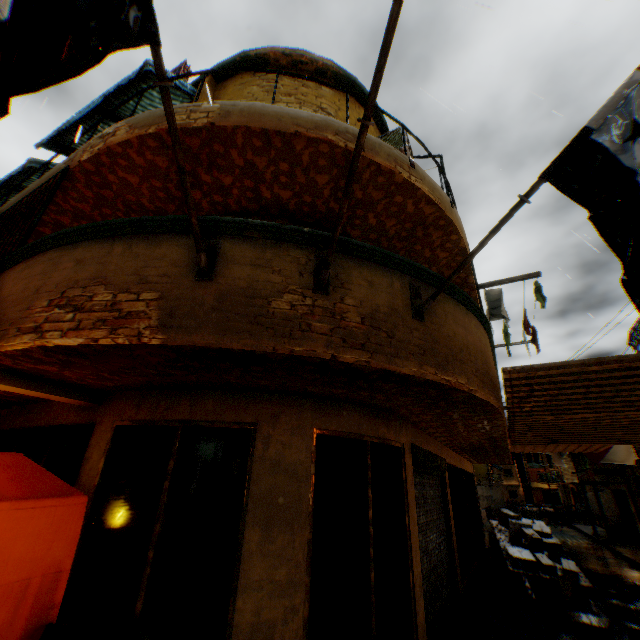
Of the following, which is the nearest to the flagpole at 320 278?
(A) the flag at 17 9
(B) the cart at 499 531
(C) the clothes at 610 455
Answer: (A) the flag at 17 9

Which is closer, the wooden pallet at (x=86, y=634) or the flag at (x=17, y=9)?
the flag at (x=17, y=9)

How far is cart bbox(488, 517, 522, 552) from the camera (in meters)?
10.85

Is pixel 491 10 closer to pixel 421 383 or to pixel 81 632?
pixel 421 383

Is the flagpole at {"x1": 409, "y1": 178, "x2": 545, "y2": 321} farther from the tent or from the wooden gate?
the wooden gate

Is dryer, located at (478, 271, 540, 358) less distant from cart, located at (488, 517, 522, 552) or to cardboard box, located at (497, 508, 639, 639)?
cardboard box, located at (497, 508, 639, 639)

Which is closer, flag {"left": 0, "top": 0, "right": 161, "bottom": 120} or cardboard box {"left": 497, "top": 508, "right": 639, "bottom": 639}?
flag {"left": 0, "top": 0, "right": 161, "bottom": 120}

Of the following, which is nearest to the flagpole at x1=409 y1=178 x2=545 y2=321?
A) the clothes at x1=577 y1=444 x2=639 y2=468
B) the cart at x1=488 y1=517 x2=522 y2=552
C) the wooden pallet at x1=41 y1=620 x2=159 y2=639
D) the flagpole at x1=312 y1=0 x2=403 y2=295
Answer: the flagpole at x1=312 y1=0 x2=403 y2=295
